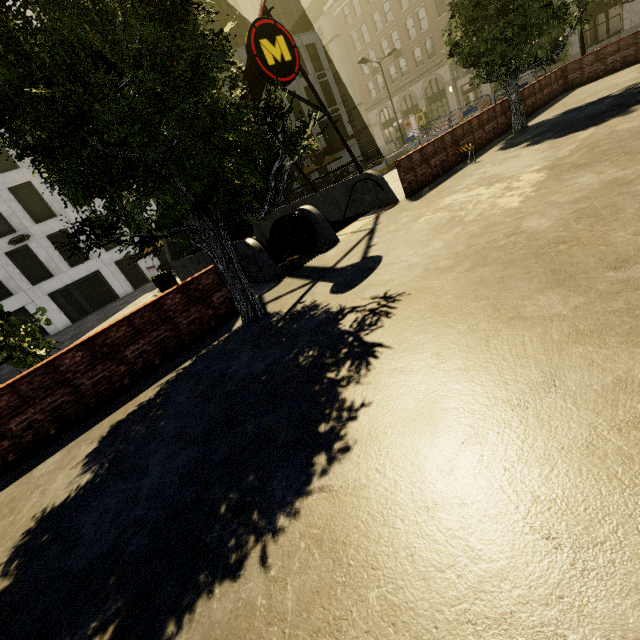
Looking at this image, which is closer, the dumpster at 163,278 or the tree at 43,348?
the tree at 43,348

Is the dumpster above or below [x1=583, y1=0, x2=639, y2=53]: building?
below

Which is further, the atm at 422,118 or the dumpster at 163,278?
the atm at 422,118

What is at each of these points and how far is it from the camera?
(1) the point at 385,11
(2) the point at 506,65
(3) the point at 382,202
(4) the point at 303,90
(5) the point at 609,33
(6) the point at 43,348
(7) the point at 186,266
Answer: (1) building, 39.12m
(2) tree, 11.25m
(3) underground building, 11.19m
(4) building, 38.47m
(5) building, 28.02m
(6) tree, 10.27m
(7) underground building, 14.55m

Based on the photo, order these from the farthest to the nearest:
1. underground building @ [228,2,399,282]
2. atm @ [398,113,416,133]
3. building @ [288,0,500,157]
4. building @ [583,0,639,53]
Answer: atm @ [398,113,416,133] < building @ [288,0,500,157] < building @ [583,0,639,53] < underground building @ [228,2,399,282]

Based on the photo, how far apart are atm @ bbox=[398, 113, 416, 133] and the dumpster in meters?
41.1 m

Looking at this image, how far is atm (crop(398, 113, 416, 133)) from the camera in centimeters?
4319cm

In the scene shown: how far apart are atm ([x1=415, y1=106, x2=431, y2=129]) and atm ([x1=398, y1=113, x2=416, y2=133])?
0.93m
